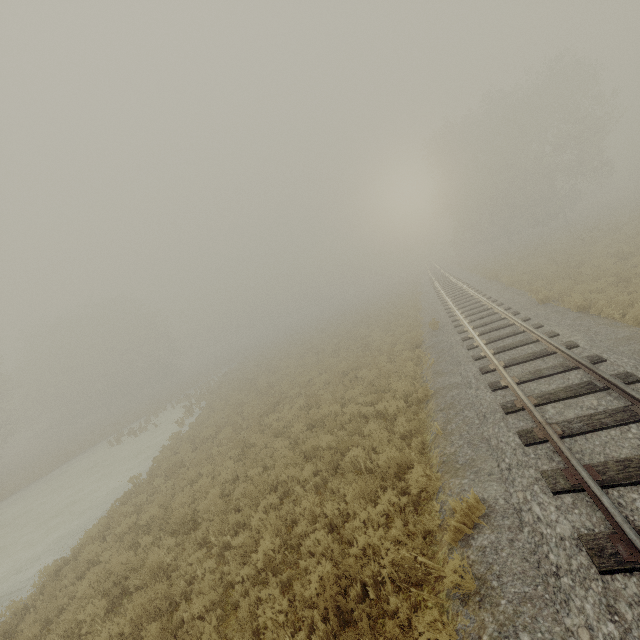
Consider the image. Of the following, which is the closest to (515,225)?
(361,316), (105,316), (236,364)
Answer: (361,316)
